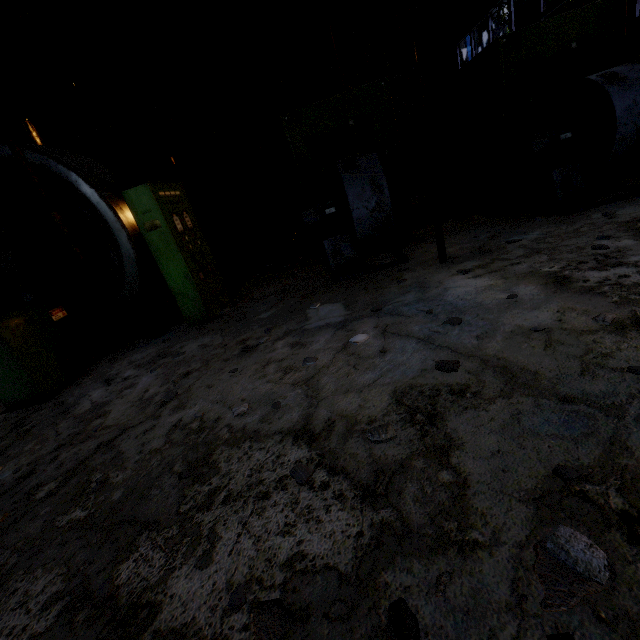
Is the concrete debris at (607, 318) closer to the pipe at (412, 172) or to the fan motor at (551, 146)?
the fan motor at (551, 146)

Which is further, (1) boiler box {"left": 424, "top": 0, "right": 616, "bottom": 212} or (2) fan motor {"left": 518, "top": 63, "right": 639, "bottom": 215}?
(1) boiler box {"left": 424, "top": 0, "right": 616, "bottom": 212}

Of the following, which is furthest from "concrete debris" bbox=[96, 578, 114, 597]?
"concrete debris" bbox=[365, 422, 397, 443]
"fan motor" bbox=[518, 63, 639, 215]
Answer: "fan motor" bbox=[518, 63, 639, 215]

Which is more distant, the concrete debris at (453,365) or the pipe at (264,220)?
the pipe at (264,220)

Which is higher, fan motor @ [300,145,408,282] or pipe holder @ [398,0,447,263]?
pipe holder @ [398,0,447,263]

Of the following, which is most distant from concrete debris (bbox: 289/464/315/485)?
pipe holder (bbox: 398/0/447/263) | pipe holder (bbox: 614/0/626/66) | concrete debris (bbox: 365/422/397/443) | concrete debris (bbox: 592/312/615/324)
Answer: pipe holder (bbox: 614/0/626/66)

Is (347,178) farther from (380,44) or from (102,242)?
(380,44)

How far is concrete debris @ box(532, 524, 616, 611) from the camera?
1.2m
